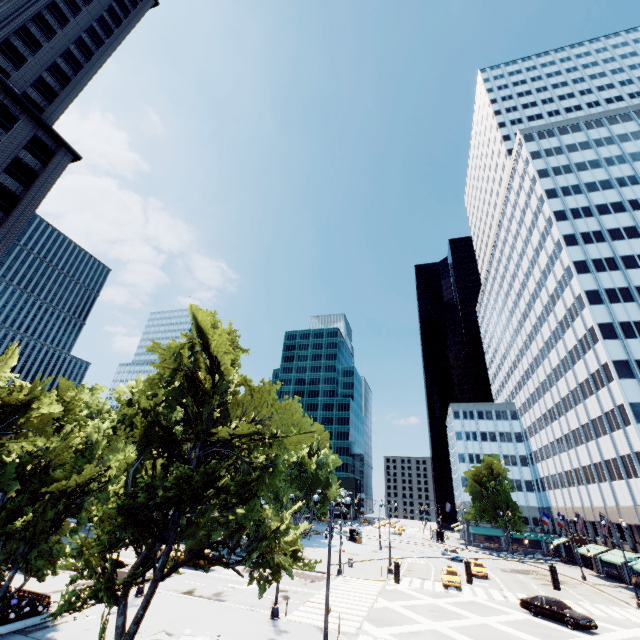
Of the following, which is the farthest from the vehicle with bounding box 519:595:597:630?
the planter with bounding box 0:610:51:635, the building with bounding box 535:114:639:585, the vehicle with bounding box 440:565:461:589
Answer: the planter with bounding box 0:610:51:635

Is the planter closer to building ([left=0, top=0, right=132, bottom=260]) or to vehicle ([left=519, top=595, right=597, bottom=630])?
building ([left=0, top=0, right=132, bottom=260])

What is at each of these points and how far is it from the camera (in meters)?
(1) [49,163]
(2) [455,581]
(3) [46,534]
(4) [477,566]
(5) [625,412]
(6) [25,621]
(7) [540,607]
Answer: (1) building, 39.47
(2) vehicle, 32.88
(3) tree, 18.42
(4) vehicle, 41.00
(5) building, 39.25
(6) planter, 16.73
(7) vehicle, 25.75

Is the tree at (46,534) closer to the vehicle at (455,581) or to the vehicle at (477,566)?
the vehicle at (455,581)

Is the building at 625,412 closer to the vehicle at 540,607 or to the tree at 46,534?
the tree at 46,534

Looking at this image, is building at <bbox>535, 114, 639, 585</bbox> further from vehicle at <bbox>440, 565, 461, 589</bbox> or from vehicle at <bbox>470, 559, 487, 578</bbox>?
vehicle at <bbox>440, 565, 461, 589</bbox>

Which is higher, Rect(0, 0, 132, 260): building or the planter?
Rect(0, 0, 132, 260): building

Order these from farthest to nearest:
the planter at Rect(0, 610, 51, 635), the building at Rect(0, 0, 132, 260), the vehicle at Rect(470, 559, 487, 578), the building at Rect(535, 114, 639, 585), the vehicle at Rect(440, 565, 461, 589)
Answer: the building at Rect(535, 114, 639, 585) → the vehicle at Rect(470, 559, 487, 578) → the building at Rect(0, 0, 132, 260) → the vehicle at Rect(440, 565, 461, 589) → the planter at Rect(0, 610, 51, 635)
